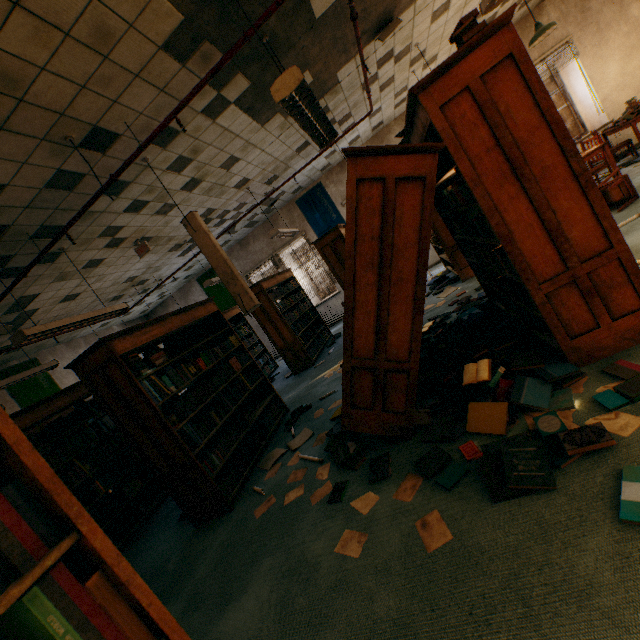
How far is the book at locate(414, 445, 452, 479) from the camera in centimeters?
217cm

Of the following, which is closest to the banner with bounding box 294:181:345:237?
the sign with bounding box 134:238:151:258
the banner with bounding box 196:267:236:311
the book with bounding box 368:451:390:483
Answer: the banner with bounding box 196:267:236:311

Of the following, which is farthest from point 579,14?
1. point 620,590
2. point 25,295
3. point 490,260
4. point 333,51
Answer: point 25,295

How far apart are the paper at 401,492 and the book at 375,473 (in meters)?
0.14

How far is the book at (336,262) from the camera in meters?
6.3 m

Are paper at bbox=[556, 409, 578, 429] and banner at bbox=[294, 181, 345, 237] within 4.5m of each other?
no

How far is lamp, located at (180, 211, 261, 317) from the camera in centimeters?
412cm

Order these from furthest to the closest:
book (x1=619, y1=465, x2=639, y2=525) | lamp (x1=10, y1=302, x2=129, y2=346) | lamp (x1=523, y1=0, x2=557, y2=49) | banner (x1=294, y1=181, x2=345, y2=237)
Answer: banner (x1=294, y1=181, x2=345, y2=237) → lamp (x1=523, y1=0, x2=557, y2=49) → lamp (x1=10, y1=302, x2=129, y2=346) → book (x1=619, y1=465, x2=639, y2=525)
